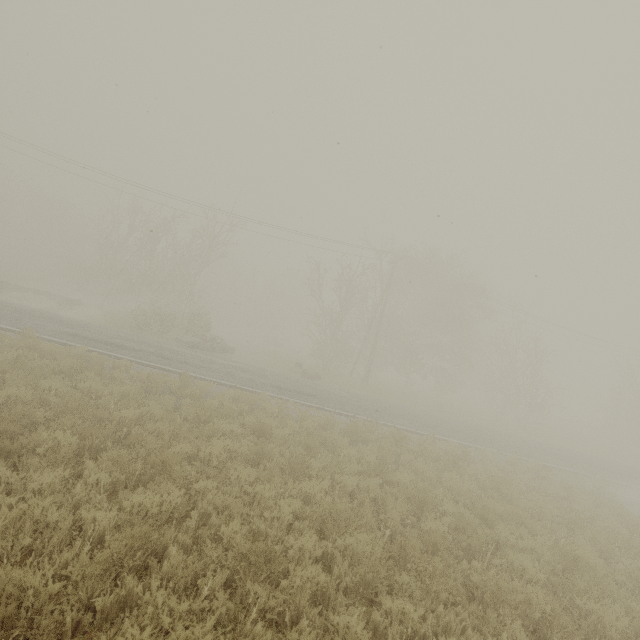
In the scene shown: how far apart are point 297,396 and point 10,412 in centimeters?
1062cm

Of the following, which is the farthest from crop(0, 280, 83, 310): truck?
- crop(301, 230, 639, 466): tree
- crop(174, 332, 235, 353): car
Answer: crop(301, 230, 639, 466): tree

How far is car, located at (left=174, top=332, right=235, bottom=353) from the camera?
21.9m

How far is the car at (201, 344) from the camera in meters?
21.9

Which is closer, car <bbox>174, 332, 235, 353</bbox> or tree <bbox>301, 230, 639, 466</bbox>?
car <bbox>174, 332, 235, 353</bbox>

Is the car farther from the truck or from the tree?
the truck

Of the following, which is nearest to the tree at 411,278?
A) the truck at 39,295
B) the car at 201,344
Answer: the car at 201,344
